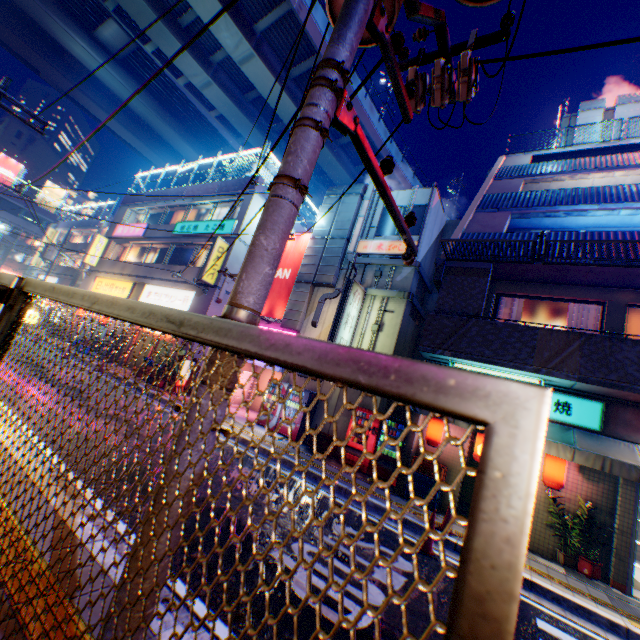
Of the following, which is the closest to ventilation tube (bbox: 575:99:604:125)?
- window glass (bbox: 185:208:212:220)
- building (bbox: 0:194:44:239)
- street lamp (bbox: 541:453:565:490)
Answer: street lamp (bbox: 541:453:565:490)

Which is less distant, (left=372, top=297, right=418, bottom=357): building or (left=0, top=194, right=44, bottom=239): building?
(left=372, top=297, right=418, bottom=357): building

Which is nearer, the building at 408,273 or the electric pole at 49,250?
the building at 408,273

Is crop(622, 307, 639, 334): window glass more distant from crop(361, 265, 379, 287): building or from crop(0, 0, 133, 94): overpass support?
crop(0, 0, 133, 94): overpass support

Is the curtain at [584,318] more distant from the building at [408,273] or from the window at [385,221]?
the window at [385,221]

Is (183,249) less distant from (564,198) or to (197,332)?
(564,198)

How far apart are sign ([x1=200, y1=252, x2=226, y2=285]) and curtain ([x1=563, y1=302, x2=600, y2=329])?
15.2 meters

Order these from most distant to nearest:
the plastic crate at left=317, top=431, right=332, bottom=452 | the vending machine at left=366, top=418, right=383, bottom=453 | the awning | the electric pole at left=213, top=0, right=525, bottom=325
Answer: the plastic crate at left=317, top=431, right=332, bottom=452 → the vending machine at left=366, top=418, right=383, bottom=453 → the awning → the electric pole at left=213, top=0, right=525, bottom=325
